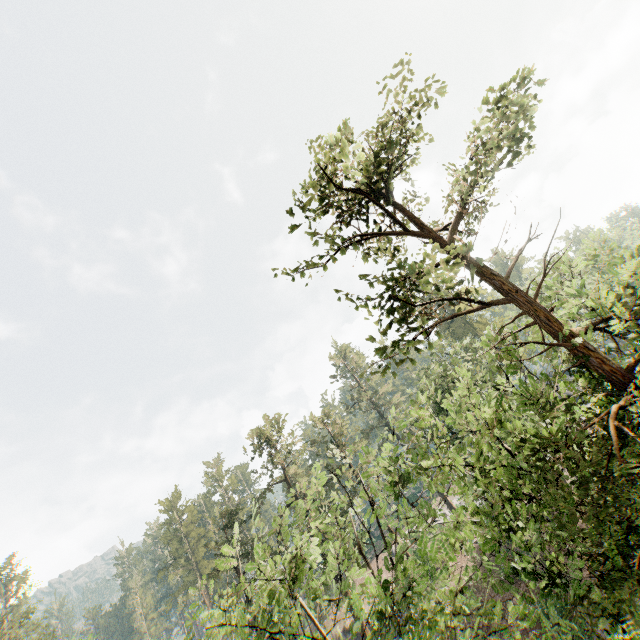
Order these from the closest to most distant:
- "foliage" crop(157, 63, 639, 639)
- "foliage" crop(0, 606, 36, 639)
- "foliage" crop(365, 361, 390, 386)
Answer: "foliage" crop(157, 63, 639, 639)
"foliage" crop(365, 361, 390, 386)
"foliage" crop(0, 606, 36, 639)

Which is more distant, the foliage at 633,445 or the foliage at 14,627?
the foliage at 14,627

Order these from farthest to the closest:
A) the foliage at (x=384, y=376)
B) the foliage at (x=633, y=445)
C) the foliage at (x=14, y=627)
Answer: the foliage at (x=14, y=627) → the foliage at (x=384, y=376) → the foliage at (x=633, y=445)

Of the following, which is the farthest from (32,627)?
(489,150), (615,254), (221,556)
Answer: (615,254)

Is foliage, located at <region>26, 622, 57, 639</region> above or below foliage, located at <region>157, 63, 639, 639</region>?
above

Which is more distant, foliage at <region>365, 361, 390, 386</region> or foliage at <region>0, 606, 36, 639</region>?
foliage at <region>0, 606, 36, 639</region>

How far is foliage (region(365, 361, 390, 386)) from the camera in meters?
10.4 m
